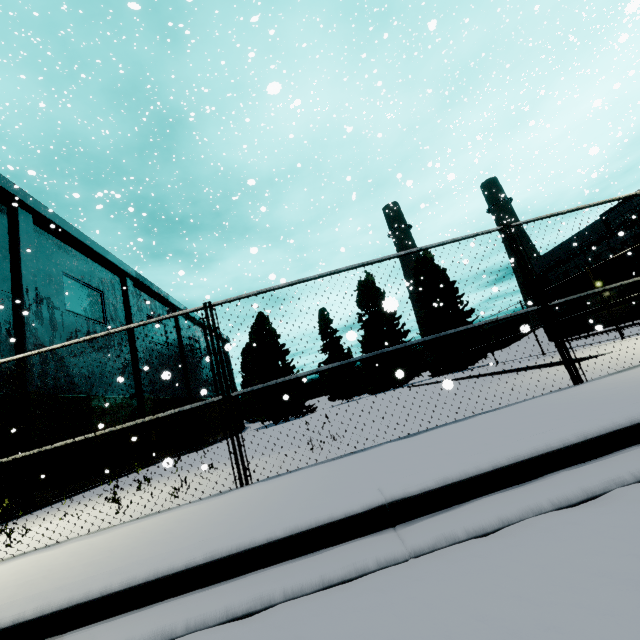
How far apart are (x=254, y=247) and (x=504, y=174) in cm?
984
